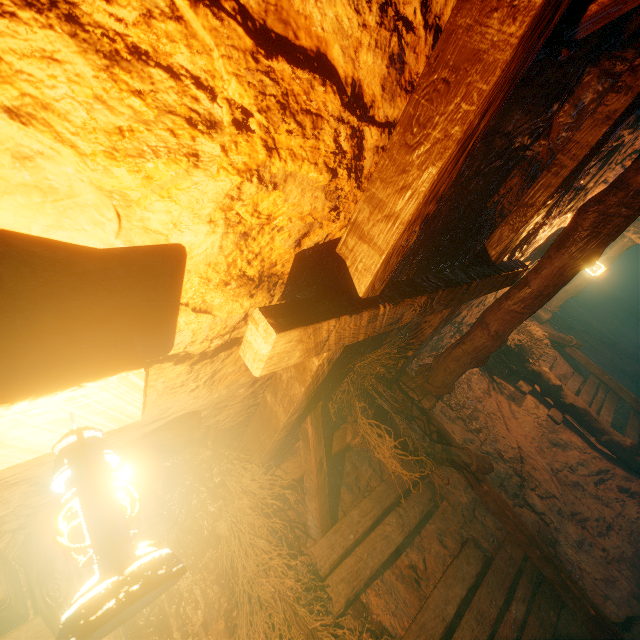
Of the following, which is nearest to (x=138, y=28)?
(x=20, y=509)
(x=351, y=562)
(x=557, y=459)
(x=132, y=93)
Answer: (x=132, y=93)

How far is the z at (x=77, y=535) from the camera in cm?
209

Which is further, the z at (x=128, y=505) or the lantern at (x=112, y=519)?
the z at (x=128, y=505)

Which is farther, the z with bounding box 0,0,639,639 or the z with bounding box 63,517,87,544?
the z with bounding box 63,517,87,544

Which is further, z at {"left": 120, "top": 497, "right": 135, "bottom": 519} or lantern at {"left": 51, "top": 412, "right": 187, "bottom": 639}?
z at {"left": 120, "top": 497, "right": 135, "bottom": 519}

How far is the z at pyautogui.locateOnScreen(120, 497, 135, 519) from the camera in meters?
2.4
